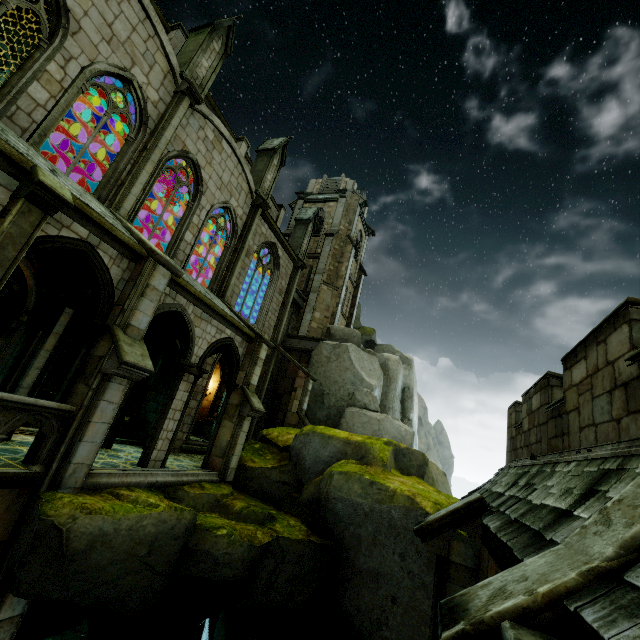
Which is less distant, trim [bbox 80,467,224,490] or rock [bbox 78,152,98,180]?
trim [bbox 80,467,224,490]

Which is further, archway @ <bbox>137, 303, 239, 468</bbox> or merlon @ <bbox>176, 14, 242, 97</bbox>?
merlon @ <bbox>176, 14, 242, 97</bbox>

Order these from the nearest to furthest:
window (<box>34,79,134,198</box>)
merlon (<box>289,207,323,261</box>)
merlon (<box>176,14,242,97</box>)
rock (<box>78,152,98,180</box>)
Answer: window (<box>34,79,134,198</box>) → merlon (<box>176,14,242,97</box>) → merlon (<box>289,207,323,261</box>) → rock (<box>78,152,98,180</box>)

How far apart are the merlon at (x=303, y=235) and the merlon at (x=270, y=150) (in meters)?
4.63

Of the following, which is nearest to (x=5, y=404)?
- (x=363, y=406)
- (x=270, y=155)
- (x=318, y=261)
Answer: (x=363, y=406)

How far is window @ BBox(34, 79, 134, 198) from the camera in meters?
9.2

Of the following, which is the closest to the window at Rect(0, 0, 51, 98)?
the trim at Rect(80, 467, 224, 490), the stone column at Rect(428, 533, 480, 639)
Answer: the trim at Rect(80, 467, 224, 490)

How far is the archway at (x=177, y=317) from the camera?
9.7m
